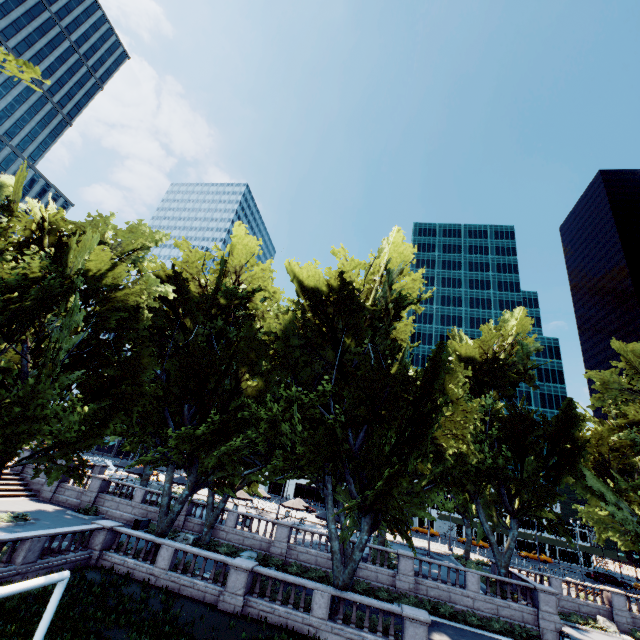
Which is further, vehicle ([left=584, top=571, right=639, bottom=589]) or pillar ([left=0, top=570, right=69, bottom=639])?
vehicle ([left=584, top=571, right=639, bottom=589])

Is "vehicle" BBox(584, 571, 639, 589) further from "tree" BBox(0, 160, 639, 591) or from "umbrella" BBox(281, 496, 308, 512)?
"umbrella" BBox(281, 496, 308, 512)

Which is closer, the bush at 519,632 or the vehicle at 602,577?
the bush at 519,632

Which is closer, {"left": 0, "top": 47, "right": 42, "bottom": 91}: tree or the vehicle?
{"left": 0, "top": 47, "right": 42, "bottom": 91}: tree

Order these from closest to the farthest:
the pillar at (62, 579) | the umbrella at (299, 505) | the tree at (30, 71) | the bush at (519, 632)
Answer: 1. the tree at (30, 71)
2. the pillar at (62, 579)
3. the bush at (519, 632)
4. the umbrella at (299, 505)

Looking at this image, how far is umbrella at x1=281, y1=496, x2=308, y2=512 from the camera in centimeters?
3544cm

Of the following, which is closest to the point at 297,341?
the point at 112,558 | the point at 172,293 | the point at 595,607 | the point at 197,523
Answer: the point at 172,293

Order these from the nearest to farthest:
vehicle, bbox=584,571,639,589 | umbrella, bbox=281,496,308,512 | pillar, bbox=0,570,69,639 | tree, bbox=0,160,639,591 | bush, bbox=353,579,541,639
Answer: pillar, bbox=0,570,69,639, tree, bbox=0,160,639,591, bush, bbox=353,579,541,639, umbrella, bbox=281,496,308,512, vehicle, bbox=584,571,639,589
